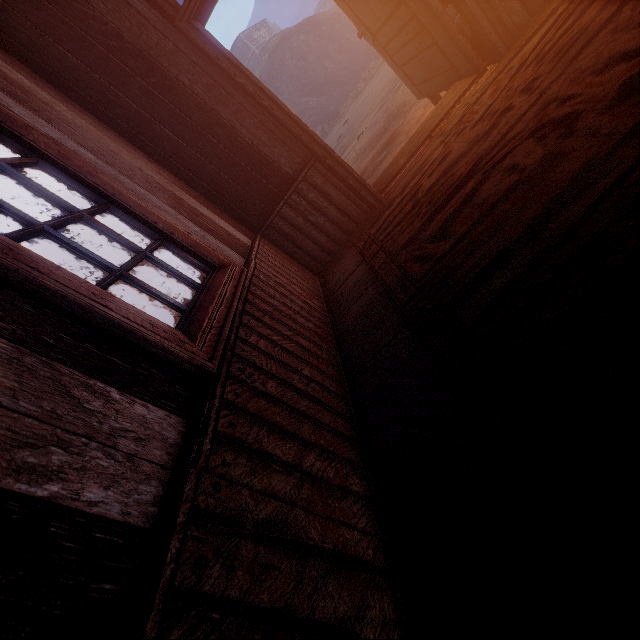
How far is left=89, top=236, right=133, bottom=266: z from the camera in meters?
56.8

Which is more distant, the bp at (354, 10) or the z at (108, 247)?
the z at (108, 247)

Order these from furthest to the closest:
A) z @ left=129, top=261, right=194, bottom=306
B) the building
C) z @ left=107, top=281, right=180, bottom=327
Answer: z @ left=129, top=261, right=194, bottom=306
z @ left=107, top=281, right=180, bottom=327
the building

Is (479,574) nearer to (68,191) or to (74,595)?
(74,595)

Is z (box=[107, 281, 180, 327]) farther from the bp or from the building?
the bp

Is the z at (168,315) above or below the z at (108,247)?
below

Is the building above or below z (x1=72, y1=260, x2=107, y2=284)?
below

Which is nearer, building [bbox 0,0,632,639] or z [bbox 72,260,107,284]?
building [bbox 0,0,632,639]
